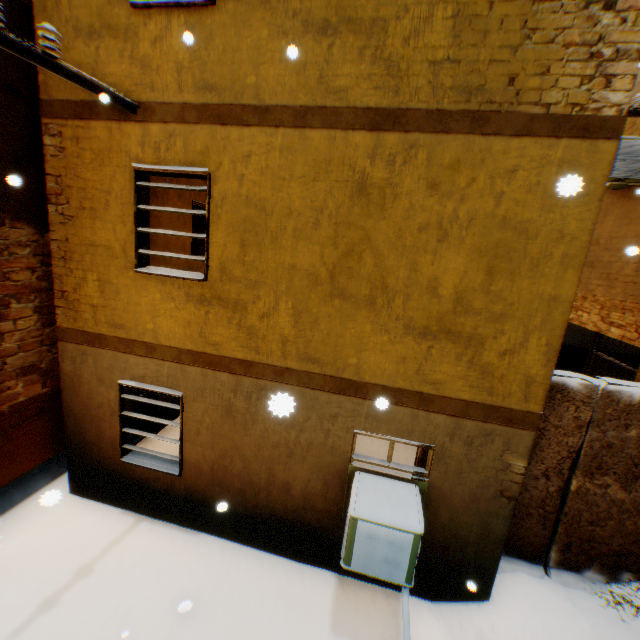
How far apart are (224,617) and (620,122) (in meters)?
7.17

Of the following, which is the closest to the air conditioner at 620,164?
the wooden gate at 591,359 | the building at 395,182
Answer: the building at 395,182

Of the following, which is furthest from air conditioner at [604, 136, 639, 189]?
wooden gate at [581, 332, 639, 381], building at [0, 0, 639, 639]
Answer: wooden gate at [581, 332, 639, 381]

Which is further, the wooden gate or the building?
the wooden gate

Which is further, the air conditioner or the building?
the air conditioner

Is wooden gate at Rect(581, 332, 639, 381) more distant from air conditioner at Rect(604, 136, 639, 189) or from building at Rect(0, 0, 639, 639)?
air conditioner at Rect(604, 136, 639, 189)
